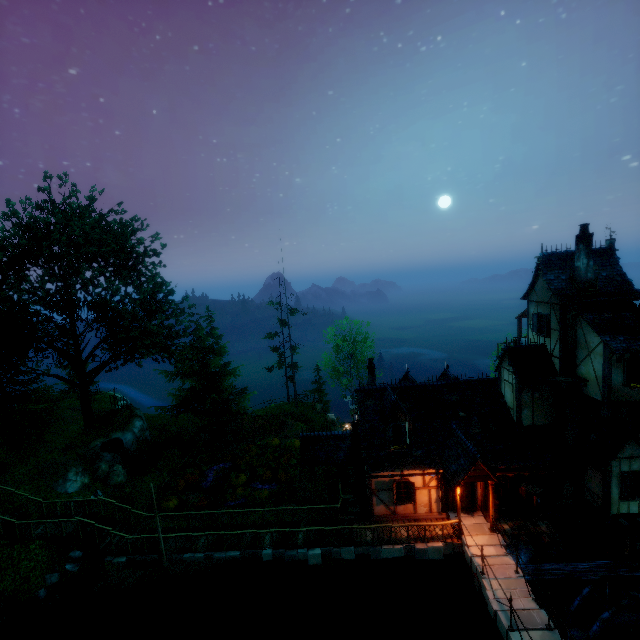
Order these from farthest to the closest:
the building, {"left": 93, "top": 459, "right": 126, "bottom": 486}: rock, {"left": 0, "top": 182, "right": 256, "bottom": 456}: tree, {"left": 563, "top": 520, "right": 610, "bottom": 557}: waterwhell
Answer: {"left": 93, "top": 459, "right": 126, "bottom": 486}: rock → {"left": 0, "top": 182, "right": 256, "bottom": 456}: tree → {"left": 563, "top": 520, "right": 610, "bottom": 557}: waterwhell → the building

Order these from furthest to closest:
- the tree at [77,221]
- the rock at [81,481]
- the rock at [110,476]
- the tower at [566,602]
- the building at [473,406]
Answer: the rock at [110,476] < the tree at [77,221] < the rock at [81,481] < the tower at [566,602] < the building at [473,406]

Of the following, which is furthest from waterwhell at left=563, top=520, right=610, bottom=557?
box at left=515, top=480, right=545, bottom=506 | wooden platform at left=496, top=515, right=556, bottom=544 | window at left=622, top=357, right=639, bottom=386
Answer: window at left=622, top=357, right=639, bottom=386

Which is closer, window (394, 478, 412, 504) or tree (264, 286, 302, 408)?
window (394, 478, 412, 504)

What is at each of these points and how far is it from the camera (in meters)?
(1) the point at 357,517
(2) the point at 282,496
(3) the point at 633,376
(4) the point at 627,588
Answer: (1) wooden platform, 18.17
(2) pumpkin, 21.22
(3) window, 15.05
(4) waterwhell, 14.77

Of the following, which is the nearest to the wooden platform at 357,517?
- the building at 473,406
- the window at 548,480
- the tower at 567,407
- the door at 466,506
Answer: the building at 473,406

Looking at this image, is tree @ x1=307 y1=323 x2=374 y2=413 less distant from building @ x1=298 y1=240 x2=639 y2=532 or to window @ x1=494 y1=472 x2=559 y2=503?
building @ x1=298 y1=240 x2=639 y2=532

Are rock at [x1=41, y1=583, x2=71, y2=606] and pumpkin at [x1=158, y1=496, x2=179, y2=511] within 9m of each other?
yes
